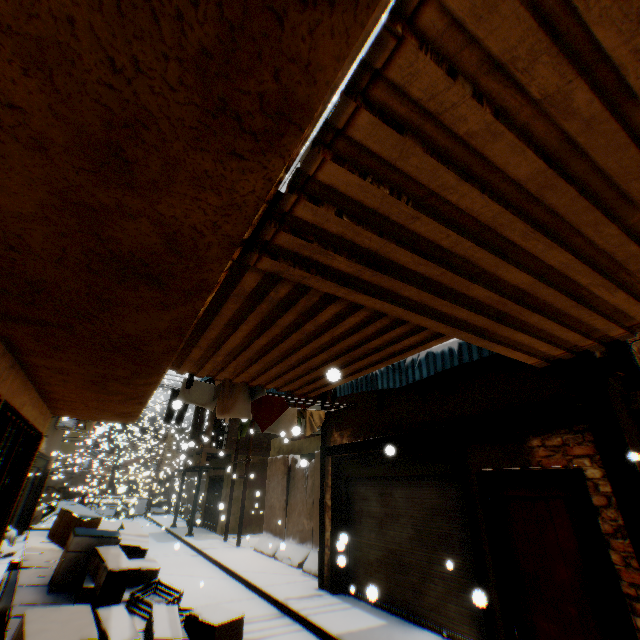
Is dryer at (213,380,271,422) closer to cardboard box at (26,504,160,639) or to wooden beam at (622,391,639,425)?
wooden beam at (622,391,639,425)

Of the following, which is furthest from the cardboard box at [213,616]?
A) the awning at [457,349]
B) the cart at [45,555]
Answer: the awning at [457,349]

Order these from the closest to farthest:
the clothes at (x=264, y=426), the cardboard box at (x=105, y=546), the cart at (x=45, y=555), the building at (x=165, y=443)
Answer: the cardboard box at (x=105, y=546), the cart at (x=45, y=555), the clothes at (x=264, y=426), the building at (x=165, y=443)

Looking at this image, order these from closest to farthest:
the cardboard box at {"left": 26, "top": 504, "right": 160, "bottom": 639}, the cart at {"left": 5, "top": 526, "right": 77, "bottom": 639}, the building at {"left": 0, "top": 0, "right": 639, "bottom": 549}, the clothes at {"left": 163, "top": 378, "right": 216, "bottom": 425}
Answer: the building at {"left": 0, "top": 0, "right": 639, "bottom": 549} < the cardboard box at {"left": 26, "top": 504, "right": 160, "bottom": 639} < the cart at {"left": 5, "top": 526, "right": 77, "bottom": 639} < the clothes at {"left": 163, "top": 378, "right": 216, "bottom": 425}

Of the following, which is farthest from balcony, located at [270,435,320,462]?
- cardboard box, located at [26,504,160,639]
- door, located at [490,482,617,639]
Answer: door, located at [490,482,617,639]

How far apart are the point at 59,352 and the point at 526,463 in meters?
6.3

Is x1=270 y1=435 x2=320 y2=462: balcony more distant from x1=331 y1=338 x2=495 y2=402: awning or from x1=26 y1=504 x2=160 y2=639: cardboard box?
x1=331 y1=338 x2=495 y2=402: awning

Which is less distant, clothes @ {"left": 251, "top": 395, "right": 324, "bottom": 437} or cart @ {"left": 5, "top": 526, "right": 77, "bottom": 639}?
cart @ {"left": 5, "top": 526, "right": 77, "bottom": 639}
